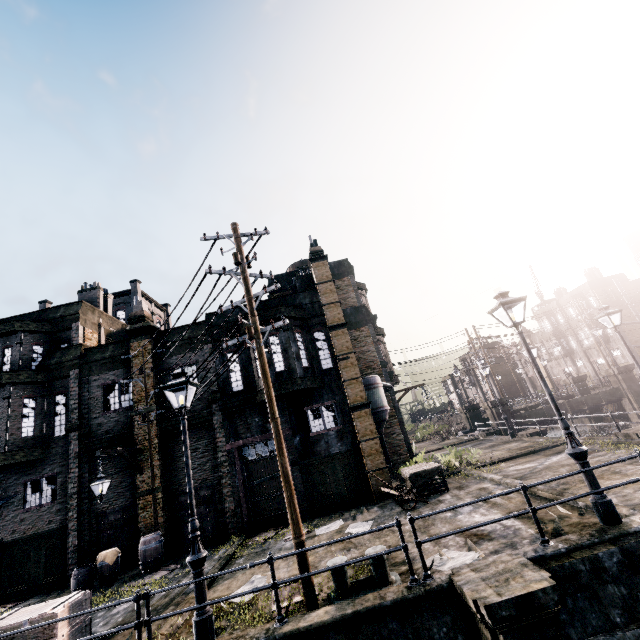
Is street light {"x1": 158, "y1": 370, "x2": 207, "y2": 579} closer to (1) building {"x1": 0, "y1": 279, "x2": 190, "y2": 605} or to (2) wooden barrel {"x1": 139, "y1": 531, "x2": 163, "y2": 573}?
(1) building {"x1": 0, "y1": 279, "x2": 190, "y2": 605}

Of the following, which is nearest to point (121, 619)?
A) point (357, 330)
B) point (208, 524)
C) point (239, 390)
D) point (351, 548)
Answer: point (208, 524)

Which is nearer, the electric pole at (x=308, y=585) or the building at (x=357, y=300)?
the electric pole at (x=308, y=585)

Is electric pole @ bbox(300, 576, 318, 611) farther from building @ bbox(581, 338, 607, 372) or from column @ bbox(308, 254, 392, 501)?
building @ bbox(581, 338, 607, 372)

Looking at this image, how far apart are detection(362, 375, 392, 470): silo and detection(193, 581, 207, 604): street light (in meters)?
11.32

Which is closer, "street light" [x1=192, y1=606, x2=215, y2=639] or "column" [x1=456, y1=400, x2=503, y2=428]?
"street light" [x1=192, y1=606, x2=215, y2=639]

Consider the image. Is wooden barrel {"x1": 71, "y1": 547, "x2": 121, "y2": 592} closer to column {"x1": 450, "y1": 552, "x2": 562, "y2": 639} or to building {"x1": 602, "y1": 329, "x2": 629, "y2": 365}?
column {"x1": 450, "y1": 552, "x2": 562, "y2": 639}

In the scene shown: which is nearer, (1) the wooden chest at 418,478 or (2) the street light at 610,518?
(2) the street light at 610,518
